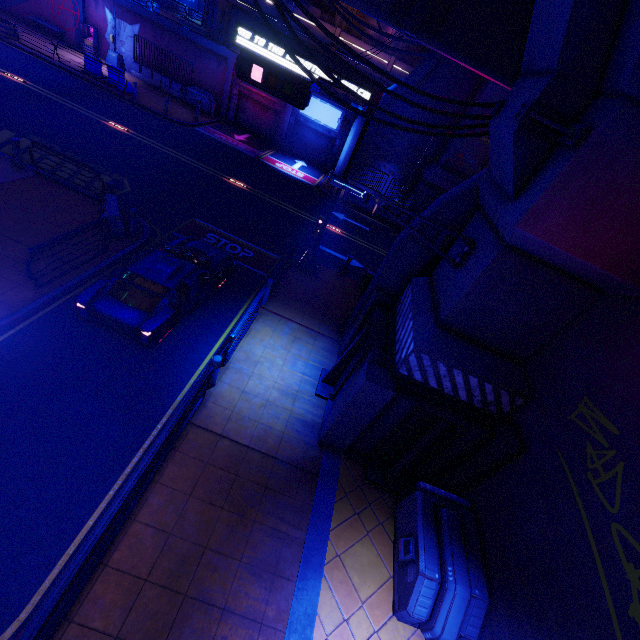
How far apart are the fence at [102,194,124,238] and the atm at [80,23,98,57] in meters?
24.8

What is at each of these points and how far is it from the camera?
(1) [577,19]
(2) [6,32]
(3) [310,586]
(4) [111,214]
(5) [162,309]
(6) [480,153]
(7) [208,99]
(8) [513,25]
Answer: (1) pillar, 3.99m
(2) plant holder, 21.62m
(3) beam, 6.09m
(4) fence, 10.67m
(5) car, 8.16m
(6) wall arch, 21.34m
(7) generator, 25.80m
(8) walkway, 7.02m

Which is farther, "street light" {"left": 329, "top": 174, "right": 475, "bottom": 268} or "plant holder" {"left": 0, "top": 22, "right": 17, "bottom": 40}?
"plant holder" {"left": 0, "top": 22, "right": 17, "bottom": 40}

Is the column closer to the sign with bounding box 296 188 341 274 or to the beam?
the sign with bounding box 296 188 341 274

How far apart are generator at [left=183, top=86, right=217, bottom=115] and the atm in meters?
8.0

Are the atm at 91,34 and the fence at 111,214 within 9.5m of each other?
no

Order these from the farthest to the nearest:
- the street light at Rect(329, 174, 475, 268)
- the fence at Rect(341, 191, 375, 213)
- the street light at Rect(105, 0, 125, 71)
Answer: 1. the street light at Rect(105, 0, 125, 71)
2. the fence at Rect(341, 191, 375, 213)
3. the street light at Rect(329, 174, 475, 268)

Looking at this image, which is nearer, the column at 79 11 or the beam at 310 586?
the beam at 310 586
